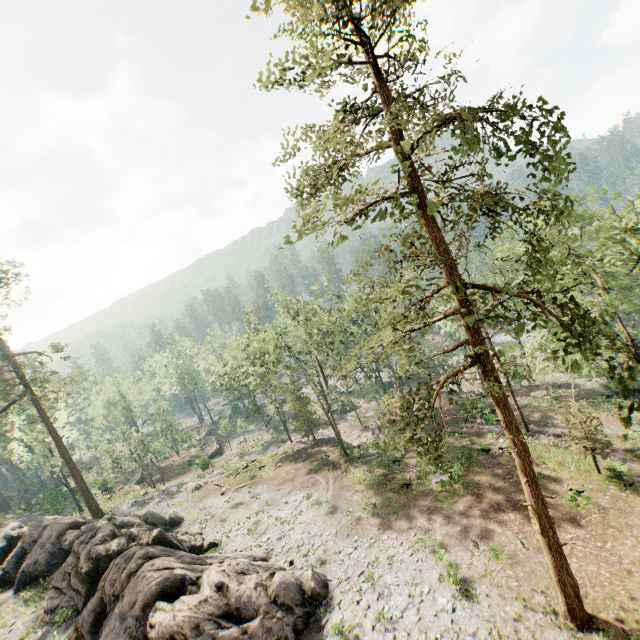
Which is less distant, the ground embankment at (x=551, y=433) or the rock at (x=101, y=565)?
the rock at (x=101, y=565)

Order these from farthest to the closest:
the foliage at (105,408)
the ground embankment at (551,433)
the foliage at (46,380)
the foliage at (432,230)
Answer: the foliage at (105,408), the foliage at (46,380), the ground embankment at (551,433), the foliage at (432,230)

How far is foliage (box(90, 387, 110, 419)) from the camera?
58.5 meters

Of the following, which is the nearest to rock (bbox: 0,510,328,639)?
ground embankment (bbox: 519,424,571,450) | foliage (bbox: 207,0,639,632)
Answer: foliage (bbox: 207,0,639,632)

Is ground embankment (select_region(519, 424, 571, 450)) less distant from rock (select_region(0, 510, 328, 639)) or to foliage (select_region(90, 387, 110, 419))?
foliage (select_region(90, 387, 110, 419))

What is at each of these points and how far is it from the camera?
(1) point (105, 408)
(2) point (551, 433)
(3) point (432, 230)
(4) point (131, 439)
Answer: (1) foliage, 59.5m
(2) ground embankment, 27.6m
(3) foliage, 12.5m
(4) foliage, 43.3m
